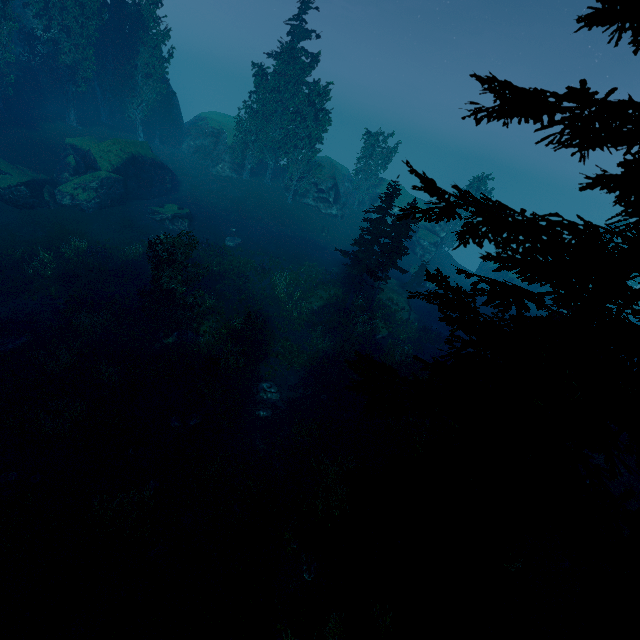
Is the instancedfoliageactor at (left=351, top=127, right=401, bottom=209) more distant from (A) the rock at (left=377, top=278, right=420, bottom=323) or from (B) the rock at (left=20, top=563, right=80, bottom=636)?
(B) the rock at (left=20, top=563, right=80, bottom=636)

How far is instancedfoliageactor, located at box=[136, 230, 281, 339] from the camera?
20.00m

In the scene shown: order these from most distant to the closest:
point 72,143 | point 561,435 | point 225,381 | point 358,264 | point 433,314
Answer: point 433,314 → point 72,143 → point 358,264 → point 225,381 → point 561,435

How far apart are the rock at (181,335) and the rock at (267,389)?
4.79m

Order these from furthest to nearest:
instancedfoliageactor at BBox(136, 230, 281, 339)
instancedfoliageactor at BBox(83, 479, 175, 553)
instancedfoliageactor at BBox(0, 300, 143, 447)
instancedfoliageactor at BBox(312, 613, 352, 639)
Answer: instancedfoliageactor at BBox(136, 230, 281, 339)
instancedfoliageactor at BBox(0, 300, 143, 447)
instancedfoliageactor at BBox(83, 479, 175, 553)
instancedfoliageactor at BBox(312, 613, 352, 639)

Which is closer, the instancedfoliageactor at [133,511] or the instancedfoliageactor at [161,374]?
the instancedfoliageactor at [133,511]

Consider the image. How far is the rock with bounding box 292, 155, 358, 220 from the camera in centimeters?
4544cm

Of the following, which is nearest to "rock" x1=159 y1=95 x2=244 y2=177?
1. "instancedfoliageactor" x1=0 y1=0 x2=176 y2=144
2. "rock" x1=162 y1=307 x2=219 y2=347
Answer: "instancedfoliageactor" x1=0 y1=0 x2=176 y2=144
